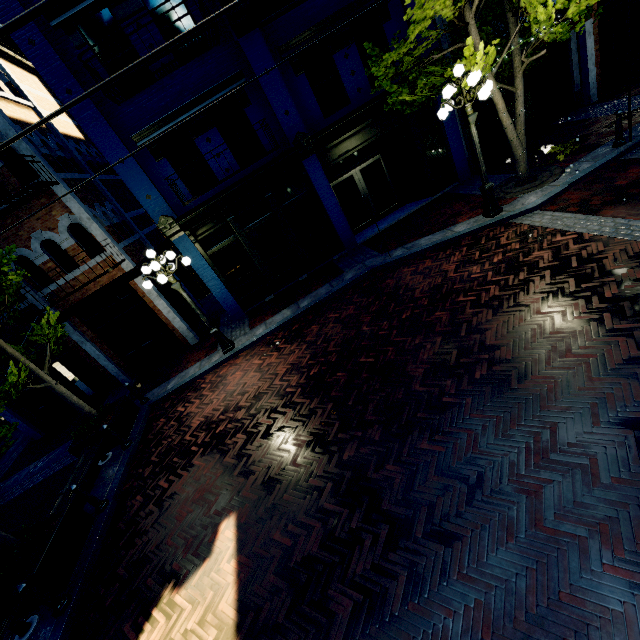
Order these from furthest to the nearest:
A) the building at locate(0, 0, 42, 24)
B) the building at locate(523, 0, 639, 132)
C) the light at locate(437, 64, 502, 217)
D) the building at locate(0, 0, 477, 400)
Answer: the building at locate(523, 0, 639, 132)
the building at locate(0, 0, 477, 400)
the building at locate(0, 0, 42, 24)
the light at locate(437, 64, 502, 217)

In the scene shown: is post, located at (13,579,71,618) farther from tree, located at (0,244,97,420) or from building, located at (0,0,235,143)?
building, located at (0,0,235,143)

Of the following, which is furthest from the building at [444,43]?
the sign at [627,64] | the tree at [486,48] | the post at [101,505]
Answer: the post at [101,505]

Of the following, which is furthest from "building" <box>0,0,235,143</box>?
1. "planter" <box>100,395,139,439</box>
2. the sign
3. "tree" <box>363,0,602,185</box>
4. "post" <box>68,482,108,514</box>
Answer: "post" <box>68,482,108,514</box>

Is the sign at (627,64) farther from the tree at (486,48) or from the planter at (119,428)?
the planter at (119,428)

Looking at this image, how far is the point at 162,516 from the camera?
6.06m

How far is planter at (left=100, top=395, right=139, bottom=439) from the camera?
8.58m

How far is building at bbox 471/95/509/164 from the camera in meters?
11.6 m
